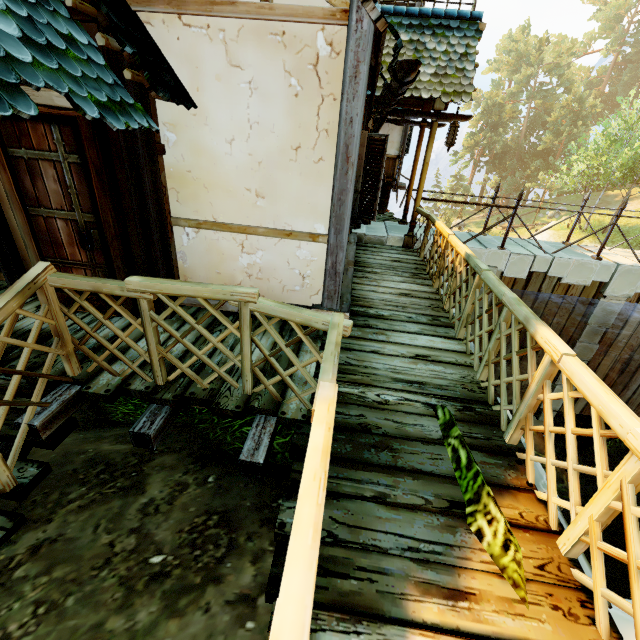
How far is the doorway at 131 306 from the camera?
3.91m

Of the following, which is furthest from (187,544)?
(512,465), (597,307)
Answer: (597,307)

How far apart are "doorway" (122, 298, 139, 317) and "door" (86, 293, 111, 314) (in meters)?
0.01

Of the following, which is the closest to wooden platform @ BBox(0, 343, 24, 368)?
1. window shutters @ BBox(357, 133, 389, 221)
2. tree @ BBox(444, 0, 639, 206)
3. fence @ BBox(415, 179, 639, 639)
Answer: fence @ BBox(415, 179, 639, 639)

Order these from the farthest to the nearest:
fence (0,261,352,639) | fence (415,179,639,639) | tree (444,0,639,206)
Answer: tree (444,0,639,206) < fence (415,179,639,639) < fence (0,261,352,639)

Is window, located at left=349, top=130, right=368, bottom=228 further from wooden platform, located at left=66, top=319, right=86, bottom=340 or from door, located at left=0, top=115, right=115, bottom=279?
door, located at left=0, top=115, right=115, bottom=279

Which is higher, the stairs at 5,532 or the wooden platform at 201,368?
the wooden platform at 201,368

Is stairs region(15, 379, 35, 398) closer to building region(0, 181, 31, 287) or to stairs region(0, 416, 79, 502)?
stairs region(0, 416, 79, 502)
